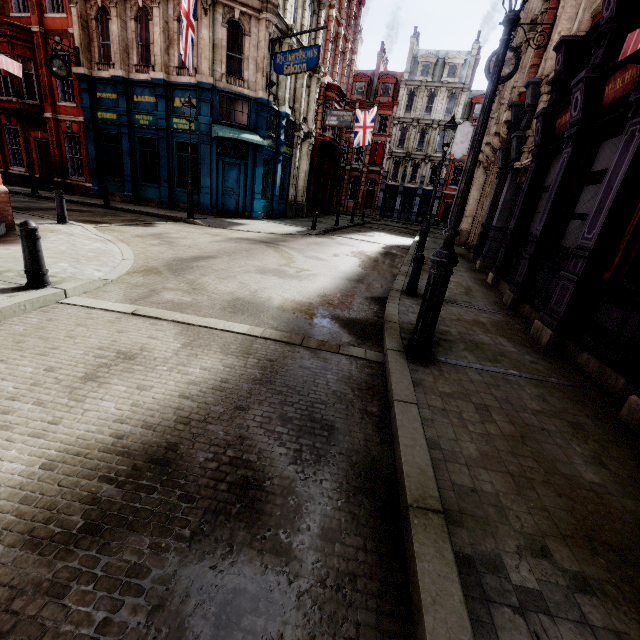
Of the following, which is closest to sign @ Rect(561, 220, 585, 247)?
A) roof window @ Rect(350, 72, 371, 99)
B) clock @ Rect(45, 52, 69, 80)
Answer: clock @ Rect(45, 52, 69, 80)

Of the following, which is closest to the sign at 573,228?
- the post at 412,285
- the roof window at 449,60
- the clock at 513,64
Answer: the post at 412,285

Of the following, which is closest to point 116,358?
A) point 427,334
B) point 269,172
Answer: point 427,334

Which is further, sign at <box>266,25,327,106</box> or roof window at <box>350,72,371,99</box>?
roof window at <box>350,72,371,99</box>

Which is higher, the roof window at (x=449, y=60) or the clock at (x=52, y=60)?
the roof window at (x=449, y=60)

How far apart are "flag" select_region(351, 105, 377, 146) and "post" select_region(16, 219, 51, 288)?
29.27m

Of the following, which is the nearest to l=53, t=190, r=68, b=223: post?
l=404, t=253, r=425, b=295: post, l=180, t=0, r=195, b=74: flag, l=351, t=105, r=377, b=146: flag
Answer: l=180, t=0, r=195, b=74: flag

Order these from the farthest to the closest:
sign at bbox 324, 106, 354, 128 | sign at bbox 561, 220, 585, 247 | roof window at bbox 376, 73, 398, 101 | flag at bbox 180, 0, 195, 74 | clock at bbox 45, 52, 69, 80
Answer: roof window at bbox 376, 73, 398, 101 < sign at bbox 324, 106, 354, 128 < clock at bbox 45, 52, 69, 80 < flag at bbox 180, 0, 195, 74 < sign at bbox 561, 220, 585, 247
